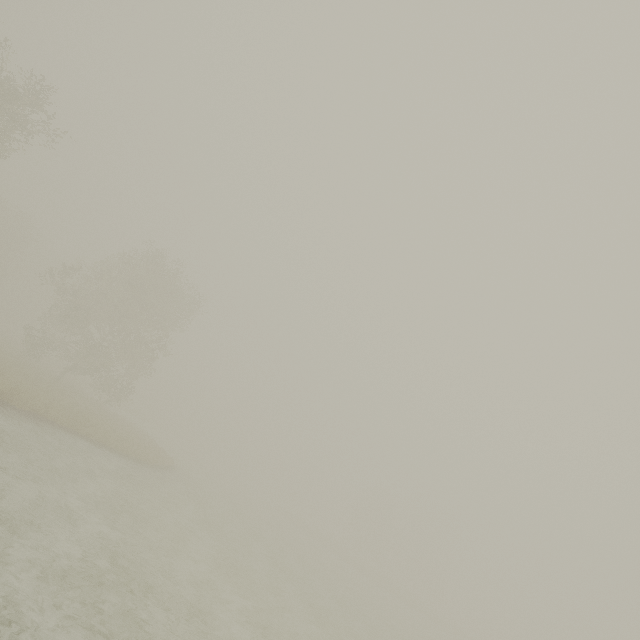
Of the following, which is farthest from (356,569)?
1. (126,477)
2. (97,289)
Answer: (97,289)
